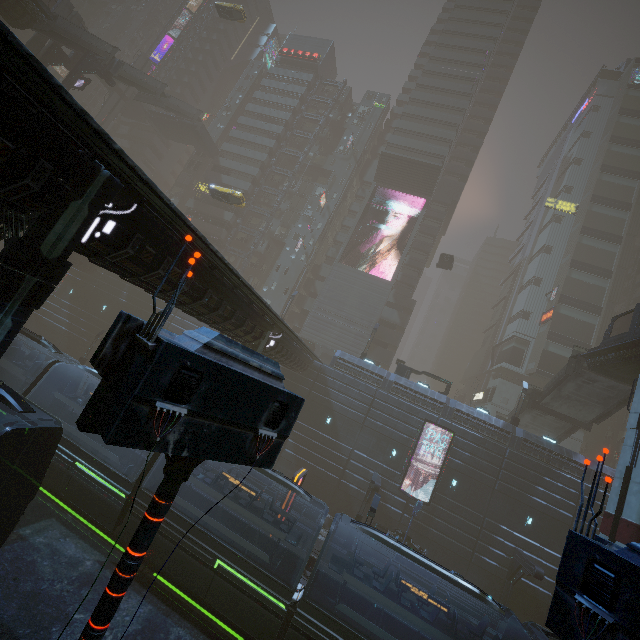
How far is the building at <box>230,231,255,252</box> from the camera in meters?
52.6

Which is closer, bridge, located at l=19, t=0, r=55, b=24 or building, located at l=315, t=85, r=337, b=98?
bridge, located at l=19, t=0, r=55, b=24

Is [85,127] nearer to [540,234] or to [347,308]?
[347,308]

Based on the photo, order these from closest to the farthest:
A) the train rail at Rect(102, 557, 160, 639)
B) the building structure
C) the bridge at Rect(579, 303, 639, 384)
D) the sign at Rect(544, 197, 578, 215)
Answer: the train rail at Rect(102, 557, 160, 639)
the bridge at Rect(579, 303, 639, 384)
the building structure
the sign at Rect(544, 197, 578, 215)

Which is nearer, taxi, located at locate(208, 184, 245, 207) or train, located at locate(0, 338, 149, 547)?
train, located at locate(0, 338, 149, 547)

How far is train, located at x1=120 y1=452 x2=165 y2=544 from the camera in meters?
14.1

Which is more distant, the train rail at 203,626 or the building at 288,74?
the building at 288,74

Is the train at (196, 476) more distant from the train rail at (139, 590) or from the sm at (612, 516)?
the sm at (612, 516)
